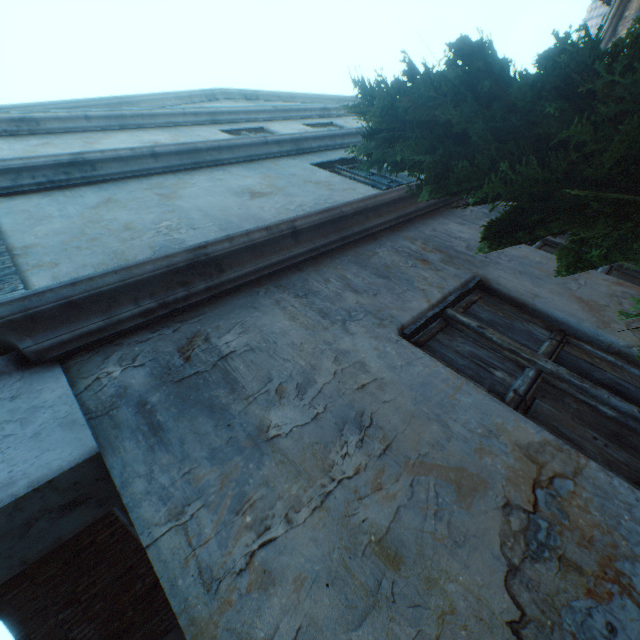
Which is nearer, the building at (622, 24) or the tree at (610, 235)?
the tree at (610, 235)

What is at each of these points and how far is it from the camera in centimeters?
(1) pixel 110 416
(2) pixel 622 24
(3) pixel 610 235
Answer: (1) building, 132cm
(2) building, 1015cm
(3) tree, 145cm

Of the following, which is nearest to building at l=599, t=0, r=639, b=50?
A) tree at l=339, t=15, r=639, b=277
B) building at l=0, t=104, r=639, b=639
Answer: tree at l=339, t=15, r=639, b=277

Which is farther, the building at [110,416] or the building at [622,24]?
the building at [622,24]

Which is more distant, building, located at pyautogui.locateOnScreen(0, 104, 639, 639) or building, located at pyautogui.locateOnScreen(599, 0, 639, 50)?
building, located at pyautogui.locateOnScreen(599, 0, 639, 50)

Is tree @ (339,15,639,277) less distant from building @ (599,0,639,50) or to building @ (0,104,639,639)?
building @ (0,104,639,639)
